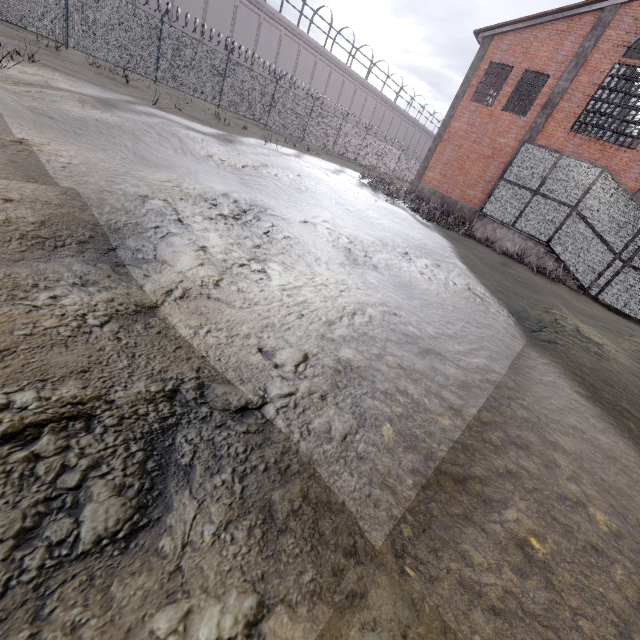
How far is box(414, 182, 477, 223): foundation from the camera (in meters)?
19.95

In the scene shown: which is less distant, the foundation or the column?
the column

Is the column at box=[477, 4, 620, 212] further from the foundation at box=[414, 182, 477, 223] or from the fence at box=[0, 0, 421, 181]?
the fence at box=[0, 0, 421, 181]

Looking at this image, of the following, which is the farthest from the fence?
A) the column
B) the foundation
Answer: the column

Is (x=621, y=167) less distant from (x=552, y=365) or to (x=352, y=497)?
(x=552, y=365)

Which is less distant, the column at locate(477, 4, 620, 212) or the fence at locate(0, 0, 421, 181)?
the fence at locate(0, 0, 421, 181)

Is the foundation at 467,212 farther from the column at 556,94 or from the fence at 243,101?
the fence at 243,101

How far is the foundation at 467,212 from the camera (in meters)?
19.95
